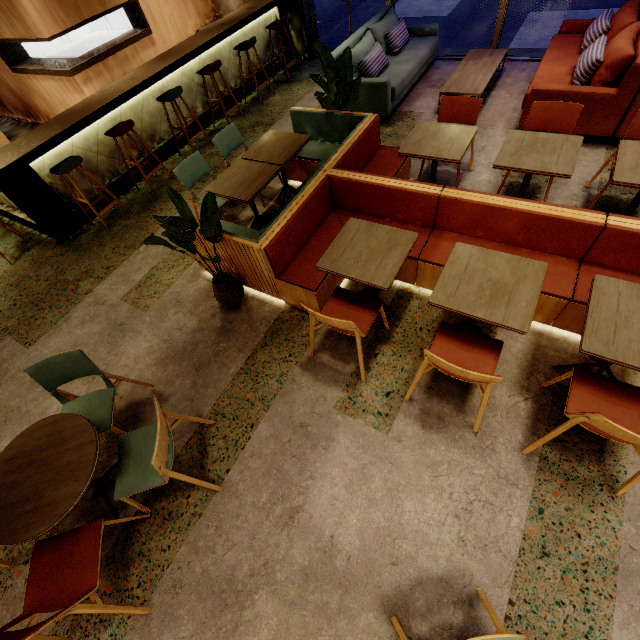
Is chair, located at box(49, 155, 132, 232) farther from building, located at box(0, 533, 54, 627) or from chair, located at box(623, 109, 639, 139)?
chair, located at box(623, 109, 639, 139)

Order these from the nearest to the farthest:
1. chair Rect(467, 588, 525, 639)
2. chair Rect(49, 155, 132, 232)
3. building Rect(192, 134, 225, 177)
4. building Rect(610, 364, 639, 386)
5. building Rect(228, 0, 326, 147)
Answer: chair Rect(467, 588, 525, 639)
building Rect(610, 364, 639, 386)
chair Rect(49, 155, 132, 232)
building Rect(192, 134, 225, 177)
building Rect(228, 0, 326, 147)

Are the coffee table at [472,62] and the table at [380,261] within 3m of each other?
no

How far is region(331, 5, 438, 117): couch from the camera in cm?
496

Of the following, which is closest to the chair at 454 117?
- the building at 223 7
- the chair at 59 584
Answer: the building at 223 7

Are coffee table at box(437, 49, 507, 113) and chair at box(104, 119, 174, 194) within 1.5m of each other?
no

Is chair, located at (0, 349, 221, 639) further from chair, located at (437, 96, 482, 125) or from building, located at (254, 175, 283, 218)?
chair, located at (437, 96, 482, 125)

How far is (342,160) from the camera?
3.40m
